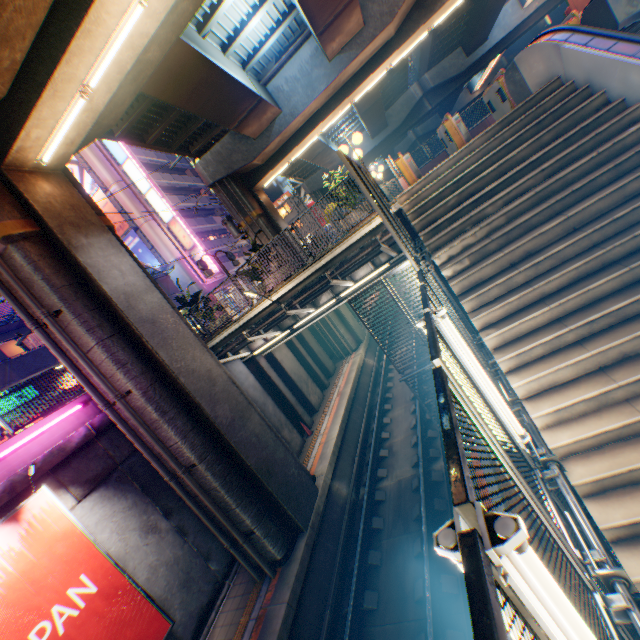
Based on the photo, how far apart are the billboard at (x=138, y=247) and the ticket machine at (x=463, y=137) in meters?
28.2 m

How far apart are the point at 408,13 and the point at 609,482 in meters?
20.9

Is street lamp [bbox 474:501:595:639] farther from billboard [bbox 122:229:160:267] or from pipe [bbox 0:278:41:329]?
billboard [bbox 122:229:160:267]

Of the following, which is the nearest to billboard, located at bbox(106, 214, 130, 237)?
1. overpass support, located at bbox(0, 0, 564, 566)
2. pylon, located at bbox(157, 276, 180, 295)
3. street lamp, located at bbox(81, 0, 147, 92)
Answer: pylon, located at bbox(157, 276, 180, 295)

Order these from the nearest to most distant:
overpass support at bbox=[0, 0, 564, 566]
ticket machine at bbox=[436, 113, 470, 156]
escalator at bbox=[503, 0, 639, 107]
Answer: escalator at bbox=[503, 0, 639, 107] < overpass support at bbox=[0, 0, 564, 566] < ticket machine at bbox=[436, 113, 470, 156]

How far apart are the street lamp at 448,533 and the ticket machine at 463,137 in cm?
1152

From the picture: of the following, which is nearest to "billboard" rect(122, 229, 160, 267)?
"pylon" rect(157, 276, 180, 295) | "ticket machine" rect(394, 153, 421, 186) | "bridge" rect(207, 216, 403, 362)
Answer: "pylon" rect(157, 276, 180, 295)

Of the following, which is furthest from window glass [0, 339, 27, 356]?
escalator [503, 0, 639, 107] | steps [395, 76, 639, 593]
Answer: escalator [503, 0, 639, 107]
